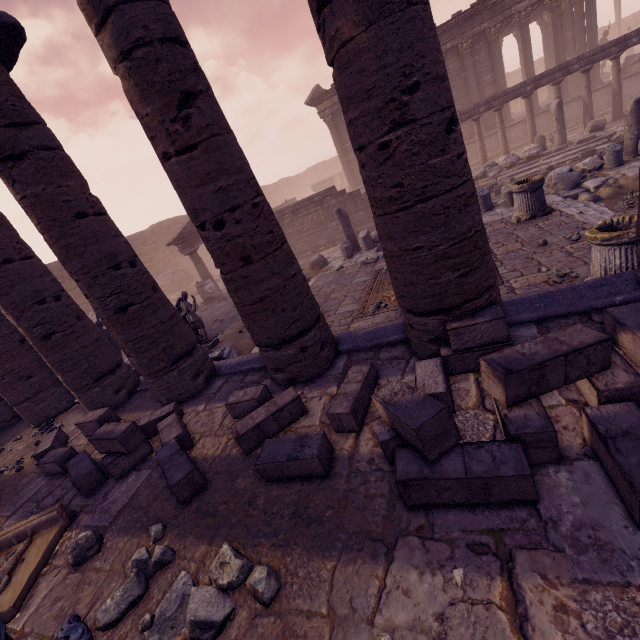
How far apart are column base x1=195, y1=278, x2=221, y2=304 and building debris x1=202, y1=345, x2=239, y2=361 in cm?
748

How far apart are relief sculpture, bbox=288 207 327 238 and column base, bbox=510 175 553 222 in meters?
9.8

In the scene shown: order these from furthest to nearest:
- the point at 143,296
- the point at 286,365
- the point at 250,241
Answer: the point at 143,296 < the point at 286,365 < the point at 250,241

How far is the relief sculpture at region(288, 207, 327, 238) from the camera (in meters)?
16.66

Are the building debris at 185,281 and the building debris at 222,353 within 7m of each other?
no

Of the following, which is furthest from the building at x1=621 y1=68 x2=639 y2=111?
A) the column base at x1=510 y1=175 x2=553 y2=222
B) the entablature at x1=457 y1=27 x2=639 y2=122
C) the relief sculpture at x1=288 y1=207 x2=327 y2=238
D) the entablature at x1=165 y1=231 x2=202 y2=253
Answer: the column base at x1=510 y1=175 x2=553 y2=222

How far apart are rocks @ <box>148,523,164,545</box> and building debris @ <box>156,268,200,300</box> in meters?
21.1 m

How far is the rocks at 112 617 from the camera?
2.5m
